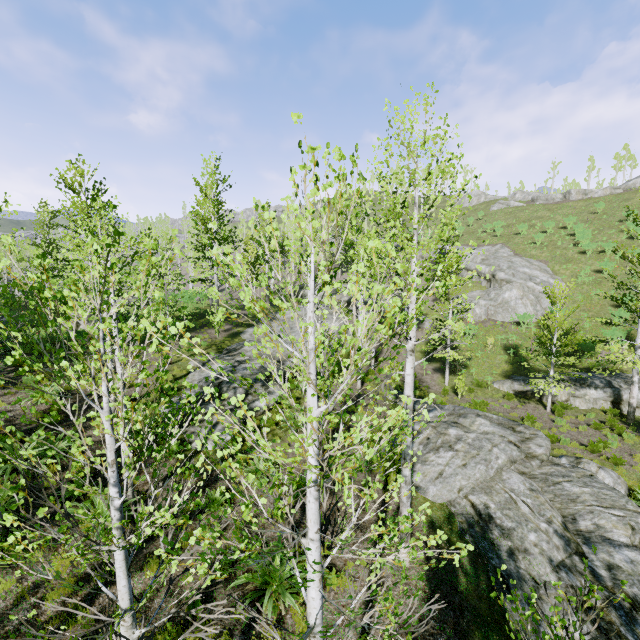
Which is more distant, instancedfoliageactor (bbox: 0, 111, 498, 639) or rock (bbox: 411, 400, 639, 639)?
rock (bbox: 411, 400, 639, 639)

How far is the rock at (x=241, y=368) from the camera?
12.51m

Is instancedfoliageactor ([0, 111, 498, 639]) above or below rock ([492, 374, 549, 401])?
above

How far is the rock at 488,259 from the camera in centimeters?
2967cm

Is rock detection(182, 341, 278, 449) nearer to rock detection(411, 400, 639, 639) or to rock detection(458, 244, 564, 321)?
rock detection(411, 400, 639, 639)

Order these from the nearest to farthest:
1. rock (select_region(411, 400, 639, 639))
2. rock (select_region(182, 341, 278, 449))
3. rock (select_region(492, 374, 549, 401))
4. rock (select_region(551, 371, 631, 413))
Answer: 1. rock (select_region(411, 400, 639, 639))
2. rock (select_region(182, 341, 278, 449))
3. rock (select_region(551, 371, 631, 413))
4. rock (select_region(492, 374, 549, 401))

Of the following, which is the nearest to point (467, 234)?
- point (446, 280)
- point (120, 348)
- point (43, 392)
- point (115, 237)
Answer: point (446, 280)

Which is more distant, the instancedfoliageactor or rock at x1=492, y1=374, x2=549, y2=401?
rock at x1=492, y1=374, x2=549, y2=401
